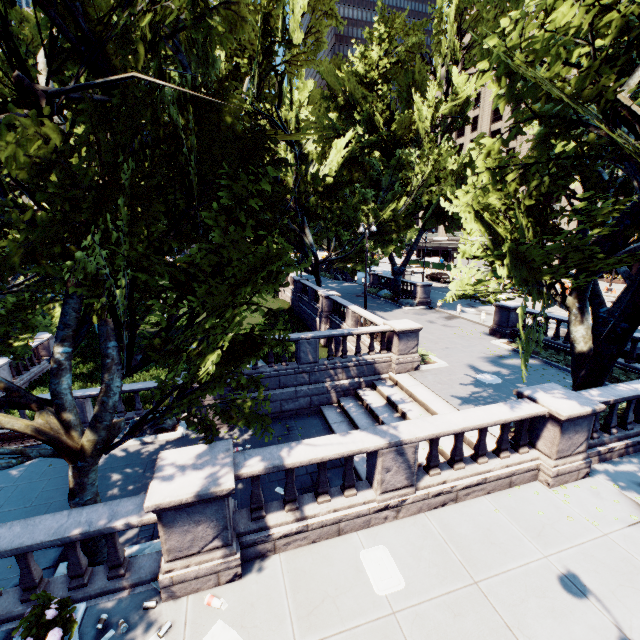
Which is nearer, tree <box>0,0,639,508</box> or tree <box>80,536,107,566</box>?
tree <box>0,0,639,508</box>

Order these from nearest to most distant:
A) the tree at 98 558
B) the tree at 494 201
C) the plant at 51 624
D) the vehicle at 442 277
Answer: the plant at 51 624 → the tree at 494 201 → the tree at 98 558 → the vehicle at 442 277

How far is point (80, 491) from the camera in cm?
661

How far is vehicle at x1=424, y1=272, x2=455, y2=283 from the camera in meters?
44.7 m

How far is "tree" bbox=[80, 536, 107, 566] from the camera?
6.8m

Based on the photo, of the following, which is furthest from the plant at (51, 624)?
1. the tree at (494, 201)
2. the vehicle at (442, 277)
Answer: the vehicle at (442, 277)

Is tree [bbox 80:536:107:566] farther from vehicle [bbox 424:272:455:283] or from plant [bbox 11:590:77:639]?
vehicle [bbox 424:272:455:283]

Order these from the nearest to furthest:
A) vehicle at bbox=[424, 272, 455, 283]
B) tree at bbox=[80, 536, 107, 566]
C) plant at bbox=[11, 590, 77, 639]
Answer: plant at bbox=[11, 590, 77, 639] < tree at bbox=[80, 536, 107, 566] < vehicle at bbox=[424, 272, 455, 283]
